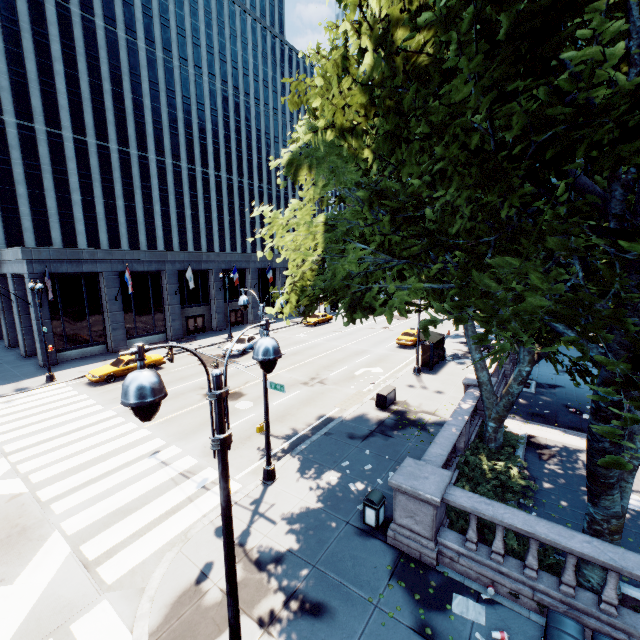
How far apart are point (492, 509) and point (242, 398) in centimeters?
1546cm

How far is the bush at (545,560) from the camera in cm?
827

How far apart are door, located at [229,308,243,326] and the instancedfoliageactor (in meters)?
38.59

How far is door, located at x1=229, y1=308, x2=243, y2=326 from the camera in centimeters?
4325cm

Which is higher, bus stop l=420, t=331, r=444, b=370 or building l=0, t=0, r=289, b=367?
building l=0, t=0, r=289, b=367

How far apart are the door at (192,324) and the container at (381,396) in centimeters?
2703cm

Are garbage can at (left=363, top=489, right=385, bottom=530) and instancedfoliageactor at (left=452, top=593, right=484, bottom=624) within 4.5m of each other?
yes

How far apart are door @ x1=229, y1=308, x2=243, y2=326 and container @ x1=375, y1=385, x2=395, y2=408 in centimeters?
2848cm
